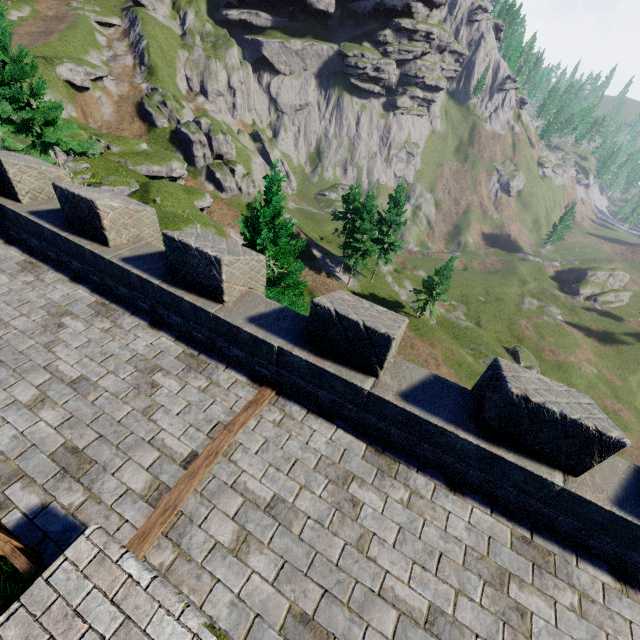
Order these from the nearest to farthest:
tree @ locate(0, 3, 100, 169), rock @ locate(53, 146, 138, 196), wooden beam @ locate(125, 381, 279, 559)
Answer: wooden beam @ locate(125, 381, 279, 559)
tree @ locate(0, 3, 100, 169)
rock @ locate(53, 146, 138, 196)

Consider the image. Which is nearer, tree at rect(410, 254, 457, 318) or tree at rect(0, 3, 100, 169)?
tree at rect(0, 3, 100, 169)

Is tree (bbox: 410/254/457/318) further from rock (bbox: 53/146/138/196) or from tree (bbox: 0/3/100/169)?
tree (bbox: 0/3/100/169)

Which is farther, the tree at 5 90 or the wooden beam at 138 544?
the tree at 5 90

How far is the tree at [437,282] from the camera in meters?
38.0 m

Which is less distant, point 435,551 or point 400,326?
point 435,551

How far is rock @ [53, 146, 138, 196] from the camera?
27.6m

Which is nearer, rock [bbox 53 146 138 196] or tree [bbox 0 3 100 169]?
tree [bbox 0 3 100 169]
